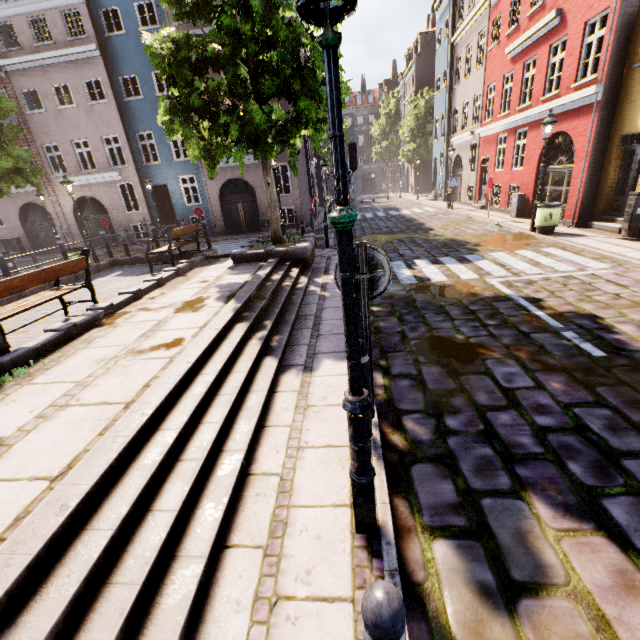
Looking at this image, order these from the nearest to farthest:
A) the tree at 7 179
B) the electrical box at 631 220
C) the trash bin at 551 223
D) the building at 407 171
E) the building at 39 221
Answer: the electrical box at 631 220, the trash bin at 551 223, the tree at 7 179, the building at 39 221, the building at 407 171

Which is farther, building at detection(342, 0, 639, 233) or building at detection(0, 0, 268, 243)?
building at detection(0, 0, 268, 243)

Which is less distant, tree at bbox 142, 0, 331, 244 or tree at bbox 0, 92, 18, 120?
tree at bbox 142, 0, 331, 244

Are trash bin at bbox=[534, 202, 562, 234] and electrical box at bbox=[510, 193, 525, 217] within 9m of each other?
yes

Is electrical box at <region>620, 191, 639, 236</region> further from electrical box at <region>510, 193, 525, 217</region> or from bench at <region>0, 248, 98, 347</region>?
bench at <region>0, 248, 98, 347</region>

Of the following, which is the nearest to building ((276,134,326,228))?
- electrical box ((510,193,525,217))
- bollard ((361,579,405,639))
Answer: electrical box ((510,193,525,217))

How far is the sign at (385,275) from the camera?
2.9m

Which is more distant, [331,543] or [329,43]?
[331,543]
